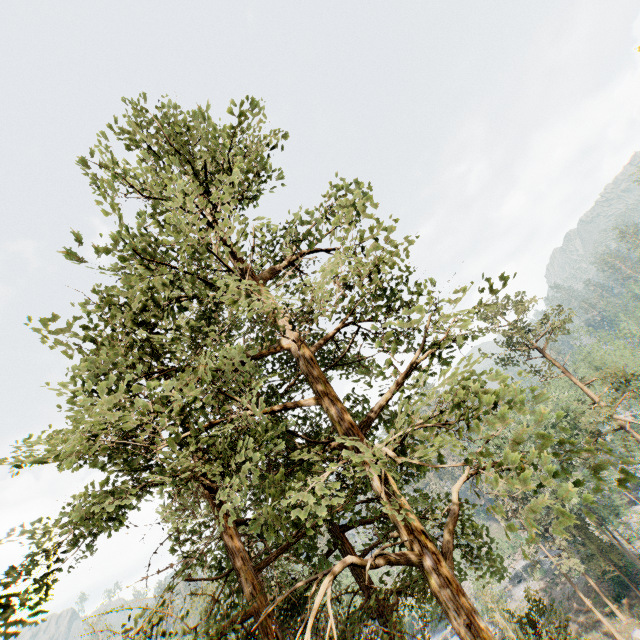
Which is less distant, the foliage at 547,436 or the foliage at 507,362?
the foliage at 547,436

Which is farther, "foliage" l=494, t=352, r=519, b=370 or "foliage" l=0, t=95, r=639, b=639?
"foliage" l=494, t=352, r=519, b=370

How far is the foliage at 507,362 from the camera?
29.3 meters

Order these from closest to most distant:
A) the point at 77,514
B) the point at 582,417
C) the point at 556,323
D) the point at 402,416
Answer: the point at 402,416, the point at 77,514, the point at 582,417, the point at 556,323

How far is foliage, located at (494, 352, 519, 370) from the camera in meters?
29.3 m
